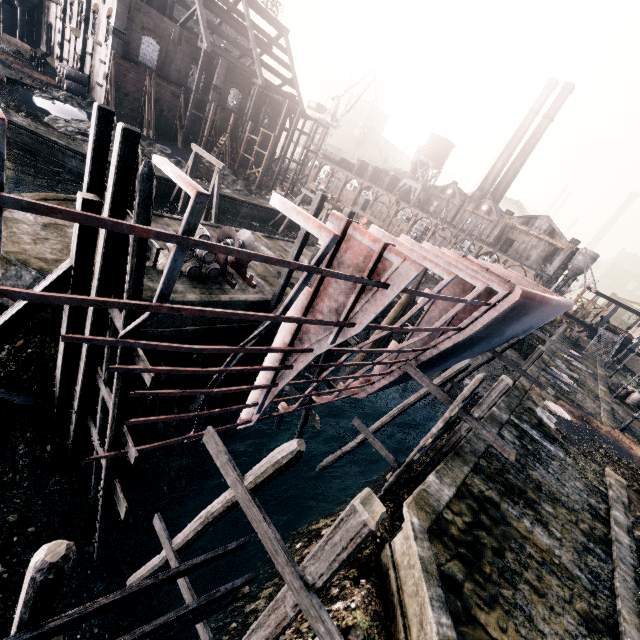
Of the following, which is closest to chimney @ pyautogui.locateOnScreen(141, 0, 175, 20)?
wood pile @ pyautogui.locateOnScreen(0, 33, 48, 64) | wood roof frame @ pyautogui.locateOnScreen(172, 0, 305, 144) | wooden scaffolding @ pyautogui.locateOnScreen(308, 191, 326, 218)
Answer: wood roof frame @ pyautogui.locateOnScreen(172, 0, 305, 144)

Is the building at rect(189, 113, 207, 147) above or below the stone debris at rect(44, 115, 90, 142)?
above

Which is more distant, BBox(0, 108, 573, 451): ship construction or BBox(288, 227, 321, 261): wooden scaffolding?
BBox(288, 227, 321, 261): wooden scaffolding

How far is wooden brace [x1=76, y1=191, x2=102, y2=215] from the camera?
8.6 meters

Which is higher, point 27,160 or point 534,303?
point 534,303

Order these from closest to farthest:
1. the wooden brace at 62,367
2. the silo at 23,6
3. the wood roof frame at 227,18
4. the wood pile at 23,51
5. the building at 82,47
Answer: the wooden brace at 62,367 → the building at 82,47 → the wood roof frame at 227,18 → the wood pile at 23,51 → the silo at 23,6

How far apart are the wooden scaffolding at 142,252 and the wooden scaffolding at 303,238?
8.3m

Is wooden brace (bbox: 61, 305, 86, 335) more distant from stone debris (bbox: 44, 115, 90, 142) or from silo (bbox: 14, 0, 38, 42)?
silo (bbox: 14, 0, 38, 42)
